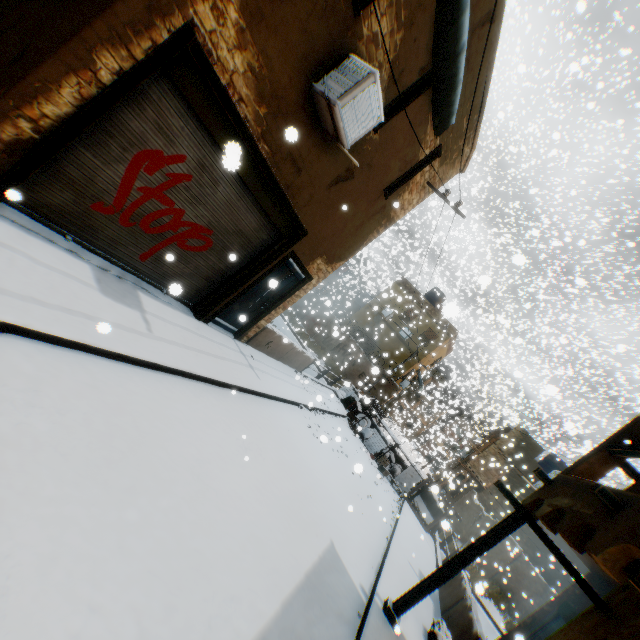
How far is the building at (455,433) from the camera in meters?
23.0

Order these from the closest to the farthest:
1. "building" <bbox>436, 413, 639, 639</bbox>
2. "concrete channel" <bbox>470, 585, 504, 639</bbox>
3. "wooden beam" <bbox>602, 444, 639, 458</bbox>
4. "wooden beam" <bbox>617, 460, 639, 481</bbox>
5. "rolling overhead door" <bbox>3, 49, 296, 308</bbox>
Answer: "building" <bbox>436, 413, 639, 639</bbox> < "rolling overhead door" <bbox>3, 49, 296, 308</bbox> < "wooden beam" <bbox>602, 444, 639, 458</bbox> < "wooden beam" <bbox>617, 460, 639, 481</bbox> < "concrete channel" <bbox>470, 585, 504, 639</bbox>

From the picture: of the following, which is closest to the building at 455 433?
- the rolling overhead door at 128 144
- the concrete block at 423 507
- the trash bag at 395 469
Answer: the rolling overhead door at 128 144

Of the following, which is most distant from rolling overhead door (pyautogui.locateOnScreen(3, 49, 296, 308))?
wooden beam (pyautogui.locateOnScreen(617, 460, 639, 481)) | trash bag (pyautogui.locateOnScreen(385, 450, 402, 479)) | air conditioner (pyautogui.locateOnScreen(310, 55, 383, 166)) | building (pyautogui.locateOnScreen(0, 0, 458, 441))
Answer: trash bag (pyautogui.locateOnScreen(385, 450, 402, 479))

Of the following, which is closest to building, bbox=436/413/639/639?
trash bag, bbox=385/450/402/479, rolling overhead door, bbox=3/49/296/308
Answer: rolling overhead door, bbox=3/49/296/308

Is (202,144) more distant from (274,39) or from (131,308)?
(131,308)

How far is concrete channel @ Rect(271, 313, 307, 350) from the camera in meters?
25.1

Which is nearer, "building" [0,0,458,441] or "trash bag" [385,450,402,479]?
"building" [0,0,458,441]
